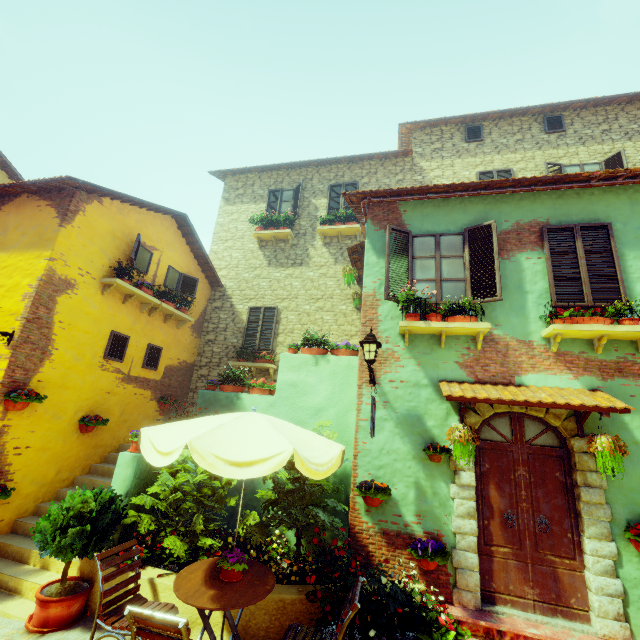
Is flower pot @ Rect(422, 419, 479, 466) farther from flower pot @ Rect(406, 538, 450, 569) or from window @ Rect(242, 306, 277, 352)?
window @ Rect(242, 306, 277, 352)

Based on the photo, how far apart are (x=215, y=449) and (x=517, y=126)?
13.9 meters

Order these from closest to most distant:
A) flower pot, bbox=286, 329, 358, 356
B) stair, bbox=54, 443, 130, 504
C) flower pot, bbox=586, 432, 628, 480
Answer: flower pot, bbox=586, 432, 628, 480 < stair, bbox=54, 443, 130, 504 < flower pot, bbox=286, 329, 358, 356

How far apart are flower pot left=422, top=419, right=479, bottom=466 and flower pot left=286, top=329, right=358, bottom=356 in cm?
247

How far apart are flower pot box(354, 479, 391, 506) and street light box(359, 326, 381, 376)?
1.65m

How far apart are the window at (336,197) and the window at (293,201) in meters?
1.0

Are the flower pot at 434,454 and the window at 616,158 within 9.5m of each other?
yes

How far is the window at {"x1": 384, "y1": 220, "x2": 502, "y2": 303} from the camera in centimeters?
602cm
